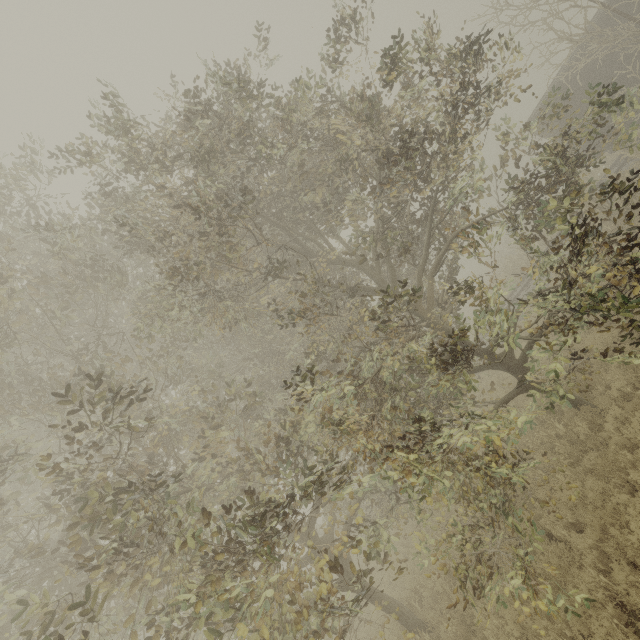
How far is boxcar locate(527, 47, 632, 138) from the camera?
13.9m

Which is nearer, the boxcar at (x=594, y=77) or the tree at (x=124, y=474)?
the tree at (x=124, y=474)

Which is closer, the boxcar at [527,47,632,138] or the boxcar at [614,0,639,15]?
the boxcar at [614,0,639,15]

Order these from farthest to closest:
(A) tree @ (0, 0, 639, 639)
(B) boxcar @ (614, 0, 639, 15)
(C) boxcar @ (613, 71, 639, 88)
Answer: (C) boxcar @ (613, 71, 639, 88), (B) boxcar @ (614, 0, 639, 15), (A) tree @ (0, 0, 639, 639)

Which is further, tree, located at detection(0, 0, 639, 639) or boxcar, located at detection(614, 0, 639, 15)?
boxcar, located at detection(614, 0, 639, 15)

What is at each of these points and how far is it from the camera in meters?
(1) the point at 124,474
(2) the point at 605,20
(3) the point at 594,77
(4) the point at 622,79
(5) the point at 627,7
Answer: (1) tree, 5.8
(2) boxcar, 13.6
(3) boxcar, 14.2
(4) boxcar, 13.9
(5) boxcar, 13.3
